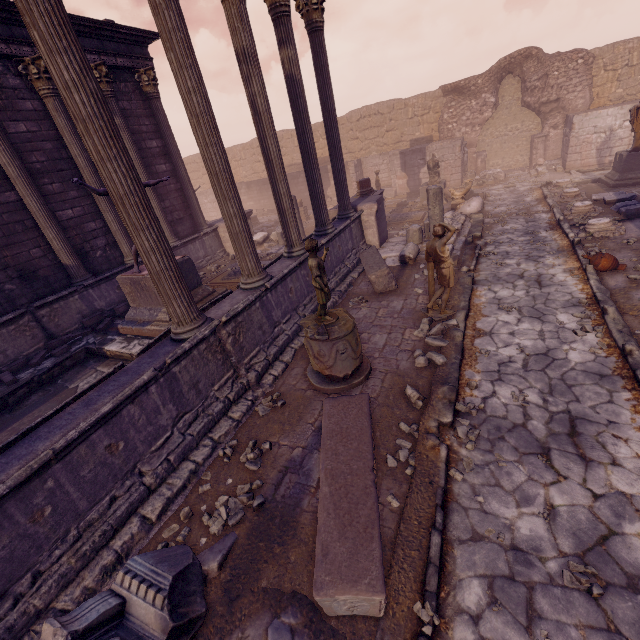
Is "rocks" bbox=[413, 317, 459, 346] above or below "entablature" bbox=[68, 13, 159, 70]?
below

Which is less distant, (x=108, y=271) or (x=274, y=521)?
(x=274, y=521)

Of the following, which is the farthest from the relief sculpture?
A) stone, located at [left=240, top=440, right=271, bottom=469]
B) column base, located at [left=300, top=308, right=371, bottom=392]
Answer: stone, located at [left=240, top=440, right=271, bottom=469]

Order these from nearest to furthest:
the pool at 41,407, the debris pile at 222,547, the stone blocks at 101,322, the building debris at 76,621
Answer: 1. the building debris at 76,621
2. the debris pile at 222,547
3. the pool at 41,407
4. the stone blocks at 101,322

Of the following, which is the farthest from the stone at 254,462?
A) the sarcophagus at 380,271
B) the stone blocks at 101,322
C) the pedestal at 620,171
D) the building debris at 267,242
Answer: the pedestal at 620,171

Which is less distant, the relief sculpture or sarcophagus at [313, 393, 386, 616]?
sarcophagus at [313, 393, 386, 616]

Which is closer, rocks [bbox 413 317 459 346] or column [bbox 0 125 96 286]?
rocks [bbox 413 317 459 346]

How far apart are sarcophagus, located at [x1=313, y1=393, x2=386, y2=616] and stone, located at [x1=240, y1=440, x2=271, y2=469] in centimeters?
84cm
